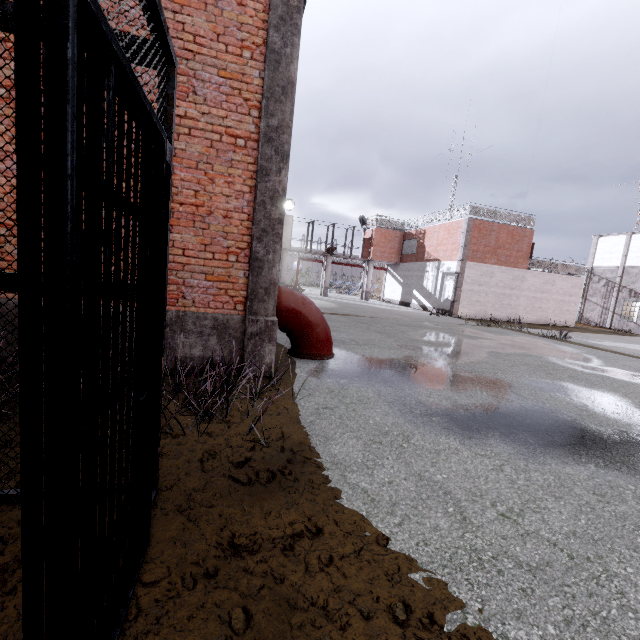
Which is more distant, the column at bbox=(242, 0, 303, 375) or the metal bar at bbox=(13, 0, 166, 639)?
the column at bbox=(242, 0, 303, 375)

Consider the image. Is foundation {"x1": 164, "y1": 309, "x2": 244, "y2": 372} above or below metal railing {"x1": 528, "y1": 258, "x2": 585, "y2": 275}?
below

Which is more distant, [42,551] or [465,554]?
[465,554]

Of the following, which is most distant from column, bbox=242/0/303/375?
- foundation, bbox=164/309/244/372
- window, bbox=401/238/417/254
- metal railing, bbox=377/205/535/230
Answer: window, bbox=401/238/417/254

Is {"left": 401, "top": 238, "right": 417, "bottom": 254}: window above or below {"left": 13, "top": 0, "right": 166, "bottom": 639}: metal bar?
above

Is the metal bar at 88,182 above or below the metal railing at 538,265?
below

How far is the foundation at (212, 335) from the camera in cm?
505

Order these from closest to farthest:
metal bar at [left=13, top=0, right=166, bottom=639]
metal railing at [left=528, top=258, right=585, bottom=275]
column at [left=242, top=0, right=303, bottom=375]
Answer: metal bar at [left=13, top=0, right=166, bottom=639], column at [left=242, top=0, right=303, bottom=375], metal railing at [left=528, top=258, right=585, bottom=275]
